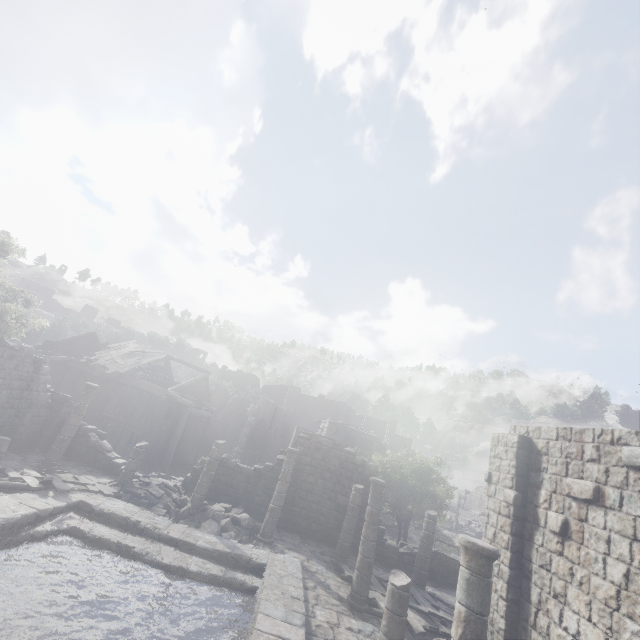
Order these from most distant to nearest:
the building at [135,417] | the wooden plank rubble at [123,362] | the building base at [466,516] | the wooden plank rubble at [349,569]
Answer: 1. the building base at [466,516]
2. the wooden plank rubble at [123,362]
3. the wooden plank rubble at [349,569]
4. the building at [135,417]

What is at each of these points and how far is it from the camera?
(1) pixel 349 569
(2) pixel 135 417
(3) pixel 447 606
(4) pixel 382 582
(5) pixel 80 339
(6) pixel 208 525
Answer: (1) wooden plank rubble, 13.2m
(2) building, 24.9m
(3) wooden plank rubble, 13.1m
(4) wooden plank rubble, 13.0m
(5) building, 32.8m
(6) rubble, 12.8m

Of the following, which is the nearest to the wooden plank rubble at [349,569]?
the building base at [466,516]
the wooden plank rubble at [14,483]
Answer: the wooden plank rubble at [14,483]

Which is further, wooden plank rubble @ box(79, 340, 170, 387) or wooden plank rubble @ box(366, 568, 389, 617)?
wooden plank rubble @ box(79, 340, 170, 387)

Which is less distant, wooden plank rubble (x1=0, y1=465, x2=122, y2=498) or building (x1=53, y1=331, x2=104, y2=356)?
wooden plank rubble (x1=0, y1=465, x2=122, y2=498)

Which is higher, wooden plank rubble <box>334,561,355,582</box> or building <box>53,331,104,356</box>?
building <box>53,331,104,356</box>

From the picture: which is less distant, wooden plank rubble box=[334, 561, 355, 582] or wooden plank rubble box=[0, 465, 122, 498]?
wooden plank rubble box=[0, 465, 122, 498]
